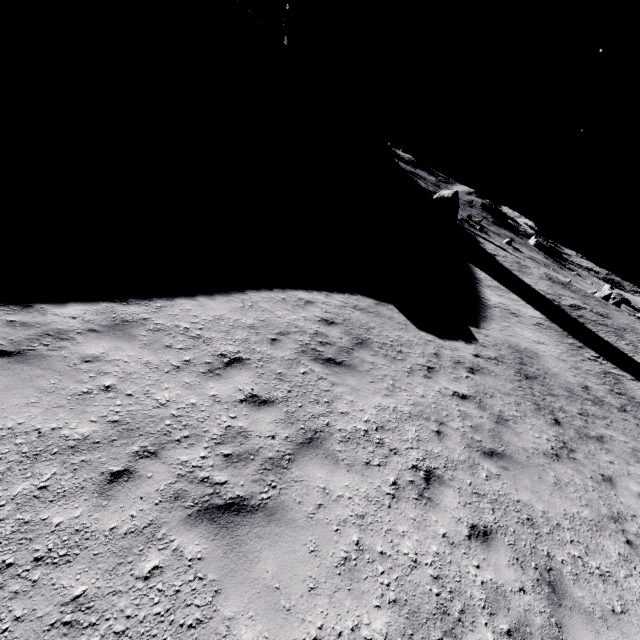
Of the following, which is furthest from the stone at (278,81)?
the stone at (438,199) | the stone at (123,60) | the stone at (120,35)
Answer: the stone at (438,199)

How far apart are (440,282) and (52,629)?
21.00m

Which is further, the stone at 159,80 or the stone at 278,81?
the stone at 278,81

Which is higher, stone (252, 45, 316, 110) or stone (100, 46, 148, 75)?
stone (252, 45, 316, 110)

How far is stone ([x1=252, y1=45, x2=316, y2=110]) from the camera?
44.7 meters

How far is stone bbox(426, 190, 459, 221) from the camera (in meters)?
44.94

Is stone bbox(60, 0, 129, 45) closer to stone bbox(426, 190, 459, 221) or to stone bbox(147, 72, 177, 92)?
stone bbox(147, 72, 177, 92)

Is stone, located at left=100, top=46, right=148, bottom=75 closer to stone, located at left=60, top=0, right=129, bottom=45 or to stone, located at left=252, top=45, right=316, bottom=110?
stone, located at left=60, top=0, right=129, bottom=45
